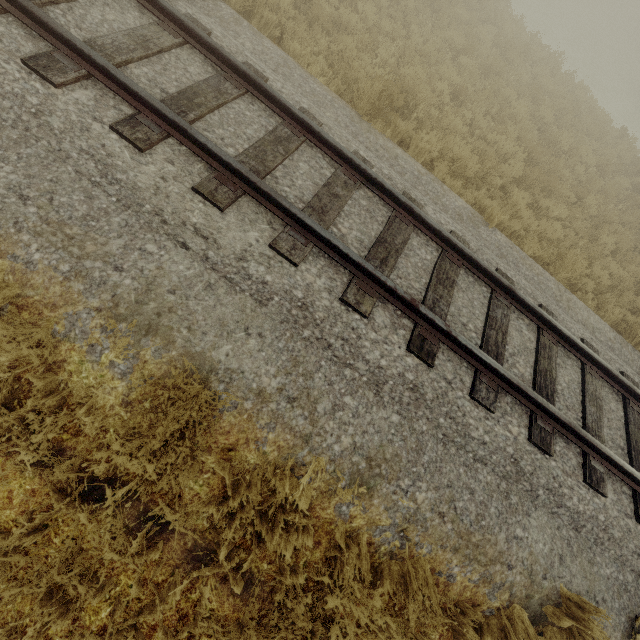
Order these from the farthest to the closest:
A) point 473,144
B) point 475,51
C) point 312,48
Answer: point 475,51 → point 473,144 → point 312,48
